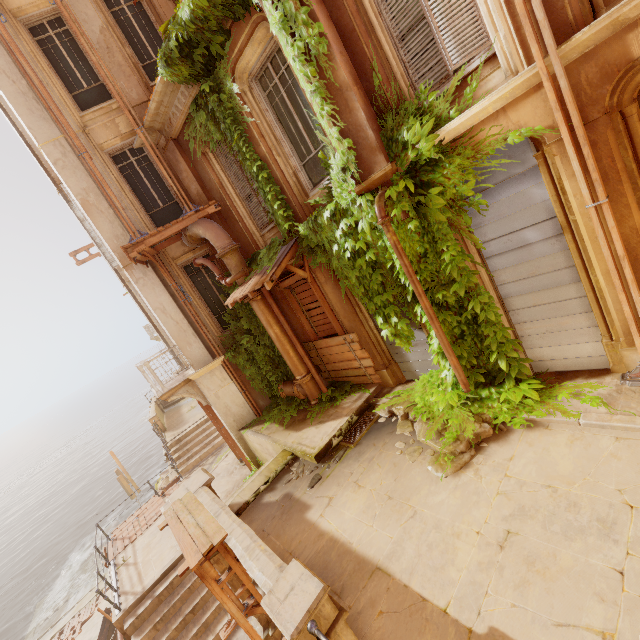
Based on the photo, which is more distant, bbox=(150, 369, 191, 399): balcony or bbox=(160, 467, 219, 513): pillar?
bbox=(150, 369, 191, 399): balcony

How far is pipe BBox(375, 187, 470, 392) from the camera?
5.47m

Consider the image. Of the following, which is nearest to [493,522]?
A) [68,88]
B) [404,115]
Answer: [404,115]

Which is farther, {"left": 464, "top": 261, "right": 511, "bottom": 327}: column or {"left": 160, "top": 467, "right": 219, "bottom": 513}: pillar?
{"left": 160, "top": 467, "right": 219, "bottom": 513}: pillar

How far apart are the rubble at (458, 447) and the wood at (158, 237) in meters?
6.8 m

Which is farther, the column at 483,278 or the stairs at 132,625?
the stairs at 132,625

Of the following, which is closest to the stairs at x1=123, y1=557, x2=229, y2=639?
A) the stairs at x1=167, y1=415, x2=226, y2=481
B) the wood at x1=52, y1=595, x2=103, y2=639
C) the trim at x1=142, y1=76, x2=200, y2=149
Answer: the stairs at x1=167, y1=415, x2=226, y2=481

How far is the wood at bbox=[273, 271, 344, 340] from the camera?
8.6m
